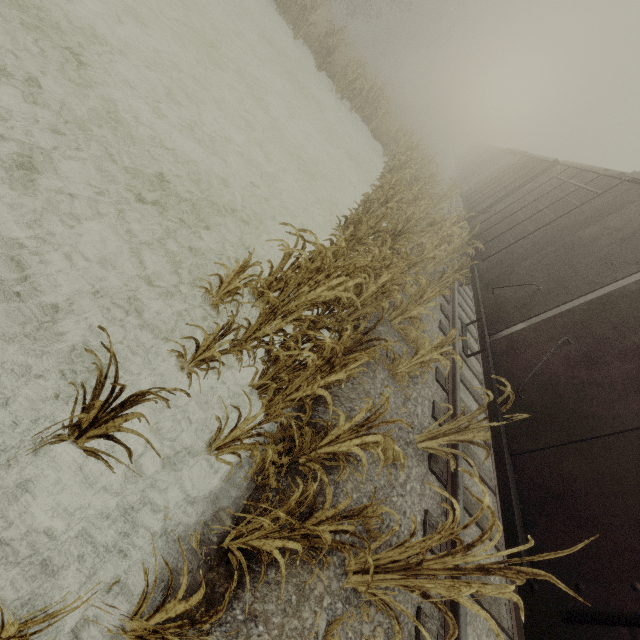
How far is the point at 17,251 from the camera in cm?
308

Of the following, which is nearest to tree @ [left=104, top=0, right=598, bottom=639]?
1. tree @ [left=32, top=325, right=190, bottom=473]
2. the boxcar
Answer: the boxcar

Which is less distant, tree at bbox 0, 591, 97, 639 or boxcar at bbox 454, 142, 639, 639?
tree at bbox 0, 591, 97, 639

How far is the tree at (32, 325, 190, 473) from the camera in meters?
1.9

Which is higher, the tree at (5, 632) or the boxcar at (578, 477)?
the boxcar at (578, 477)

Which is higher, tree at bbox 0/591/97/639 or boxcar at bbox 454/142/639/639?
boxcar at bbox 454/142/639/639

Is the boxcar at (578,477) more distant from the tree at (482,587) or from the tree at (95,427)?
the tree at (95,427)

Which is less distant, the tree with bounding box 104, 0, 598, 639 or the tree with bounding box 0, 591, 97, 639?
the tree with bounding box 0, 591, 97, 639
